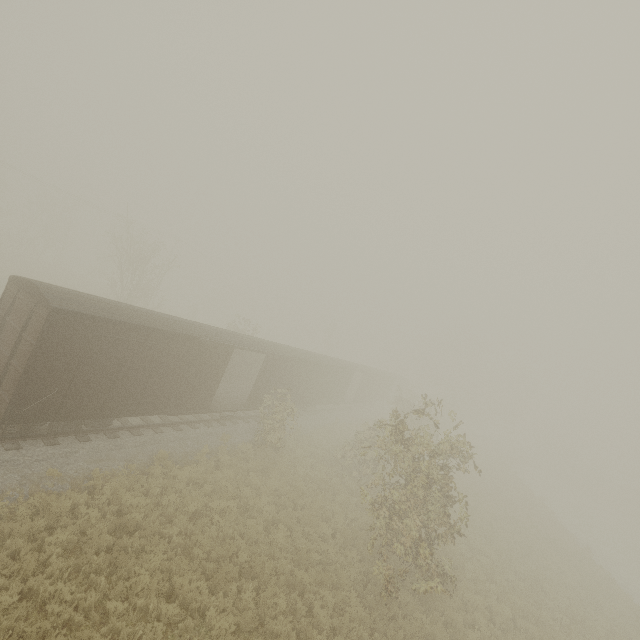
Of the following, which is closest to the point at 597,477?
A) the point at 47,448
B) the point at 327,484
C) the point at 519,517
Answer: the point at 519,517
